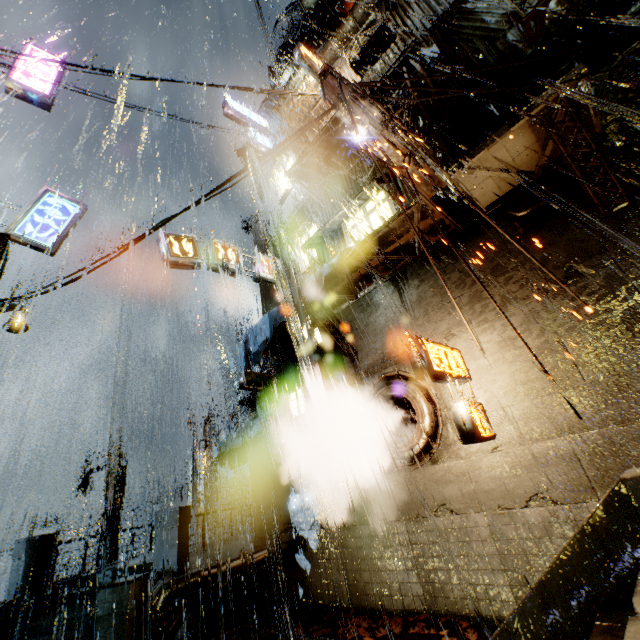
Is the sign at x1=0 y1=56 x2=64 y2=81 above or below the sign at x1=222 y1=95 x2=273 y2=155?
below

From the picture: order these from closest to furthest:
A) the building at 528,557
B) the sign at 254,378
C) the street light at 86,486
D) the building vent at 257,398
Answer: the building at 528,557 < the sign at 254,378 < the building vent at 257,398 < the street light at 86,486

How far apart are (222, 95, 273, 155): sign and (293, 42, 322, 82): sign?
6.7 meters

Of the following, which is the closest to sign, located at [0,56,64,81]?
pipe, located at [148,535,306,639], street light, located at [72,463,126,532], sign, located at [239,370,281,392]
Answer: sign, located at [239,370,281,392]

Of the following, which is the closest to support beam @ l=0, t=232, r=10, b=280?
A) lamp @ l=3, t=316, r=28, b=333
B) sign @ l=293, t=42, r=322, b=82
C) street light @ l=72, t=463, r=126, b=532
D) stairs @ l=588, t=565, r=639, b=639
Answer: lamp @ l=3, t=316, r=28, b=333

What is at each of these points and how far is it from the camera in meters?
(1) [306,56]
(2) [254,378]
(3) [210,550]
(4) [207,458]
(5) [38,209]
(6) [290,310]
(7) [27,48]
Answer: (1) sign, 12.3 m
(2) sign, 12.3 m
(3) bridge, 12.5 m
(4) building, 26.5 m
(5) sign, 10.1 m
(6) cloth, 10.3 m
(7) sign, 12.2 m

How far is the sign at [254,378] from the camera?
11.9 meters

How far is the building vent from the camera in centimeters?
1808cm
